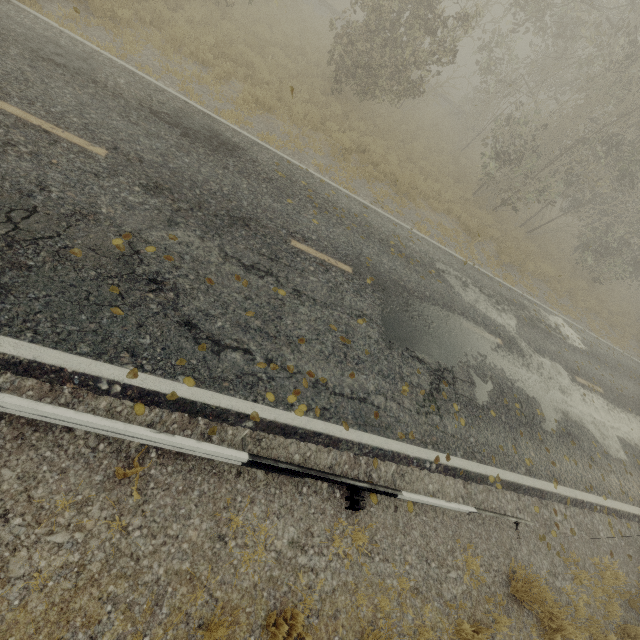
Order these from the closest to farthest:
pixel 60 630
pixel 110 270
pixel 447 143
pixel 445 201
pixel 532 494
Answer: pixel 60 630, pixel 110 270, pixel 532 494, pixel 445 201, pixel 447 143
